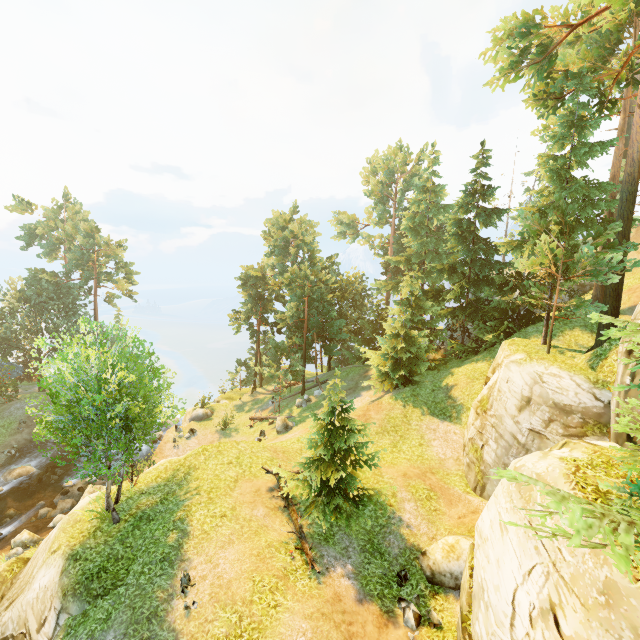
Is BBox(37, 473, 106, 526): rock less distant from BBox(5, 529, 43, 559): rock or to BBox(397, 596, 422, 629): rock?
BBox(5, 529, 43, 559): rock

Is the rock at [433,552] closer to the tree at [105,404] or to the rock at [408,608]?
the rock at [408,608]

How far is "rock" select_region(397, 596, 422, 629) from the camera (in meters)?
11.16

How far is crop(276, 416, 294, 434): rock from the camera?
27.67m

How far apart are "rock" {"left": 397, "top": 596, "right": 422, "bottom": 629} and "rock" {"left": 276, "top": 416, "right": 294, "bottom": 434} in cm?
1657

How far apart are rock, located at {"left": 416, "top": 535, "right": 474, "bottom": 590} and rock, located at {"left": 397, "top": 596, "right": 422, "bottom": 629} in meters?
1.2

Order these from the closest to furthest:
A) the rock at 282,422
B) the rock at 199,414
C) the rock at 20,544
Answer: the rock at 20,544 < the rock at 282,422 < the rock at 199,414

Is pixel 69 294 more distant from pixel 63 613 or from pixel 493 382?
pixel 493 382
